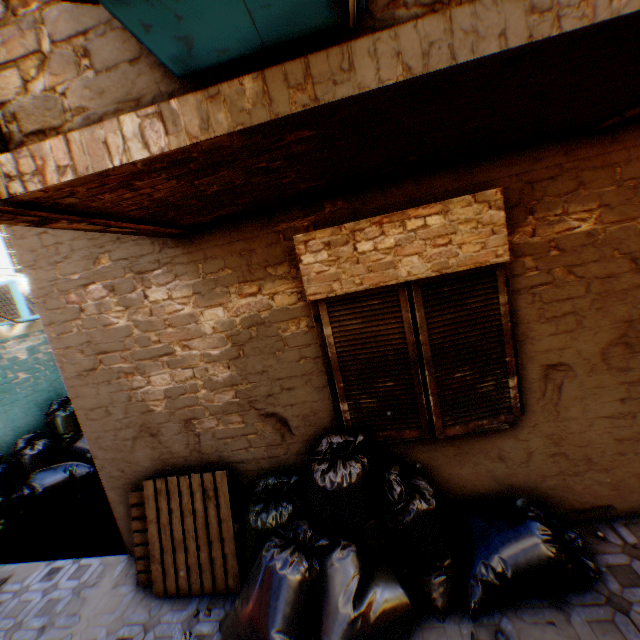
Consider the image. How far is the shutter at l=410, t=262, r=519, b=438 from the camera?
2.81m

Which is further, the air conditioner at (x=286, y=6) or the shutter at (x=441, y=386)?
the shutter at (x=441, y=386)

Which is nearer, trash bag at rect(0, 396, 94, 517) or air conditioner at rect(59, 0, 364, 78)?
air conditioner at rect(59, 0, 364, 78)

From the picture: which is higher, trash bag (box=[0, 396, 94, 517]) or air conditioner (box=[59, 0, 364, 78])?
air conditioner (box=[59, 0, 364, 78])

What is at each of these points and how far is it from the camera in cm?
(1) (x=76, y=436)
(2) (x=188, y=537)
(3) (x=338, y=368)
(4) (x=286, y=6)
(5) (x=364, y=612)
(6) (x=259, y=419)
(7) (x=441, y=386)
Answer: (1) trash bag, 671
(2) wooden pallet, 344
(3) shutter, 316
(4) air conditioner, 109
(5) trash bag, 253
(6) building, 348
(7) shutter, 296

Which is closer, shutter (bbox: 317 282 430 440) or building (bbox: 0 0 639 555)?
building (bbox: 0 0 639 555)

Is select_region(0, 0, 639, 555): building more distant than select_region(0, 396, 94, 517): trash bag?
No

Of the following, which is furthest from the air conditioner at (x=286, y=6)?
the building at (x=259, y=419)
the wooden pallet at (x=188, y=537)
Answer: the wooden pallet at (x=188, y=537)
